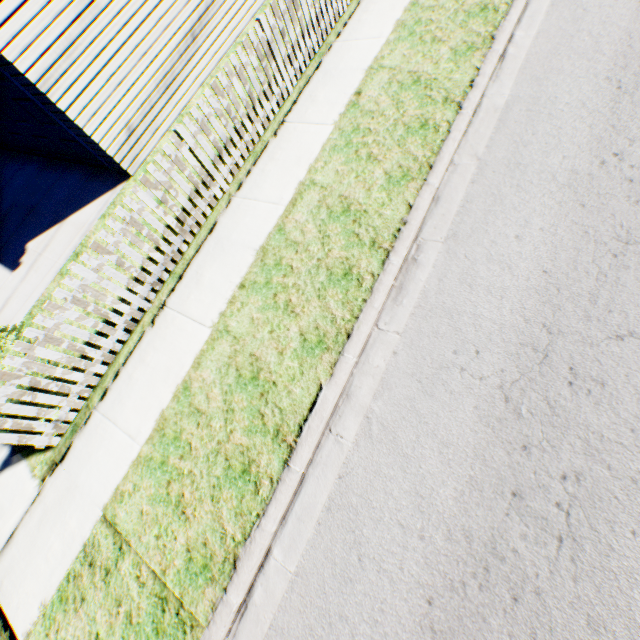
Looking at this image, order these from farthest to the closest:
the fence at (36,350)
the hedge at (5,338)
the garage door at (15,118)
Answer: the garage door at (15,118) < the hedge at (5,338) < the fence at (36,350)

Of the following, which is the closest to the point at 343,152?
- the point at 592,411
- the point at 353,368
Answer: the point at 353,368

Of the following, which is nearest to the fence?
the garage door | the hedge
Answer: the hedge

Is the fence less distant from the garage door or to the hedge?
the hedge

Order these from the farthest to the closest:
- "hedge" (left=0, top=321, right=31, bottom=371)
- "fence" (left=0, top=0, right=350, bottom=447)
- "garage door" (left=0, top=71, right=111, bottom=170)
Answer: "garage door" (left=0, top=71, right=111, bottom=170) → "hedge" (left=0, top=321, right=31, bottom=371) → "fence" (left=0, top=0, right=350, bottom=447)

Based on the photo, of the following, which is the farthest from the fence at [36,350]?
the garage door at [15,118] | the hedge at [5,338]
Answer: the garage door at [15,118]

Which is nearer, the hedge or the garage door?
the hedge
